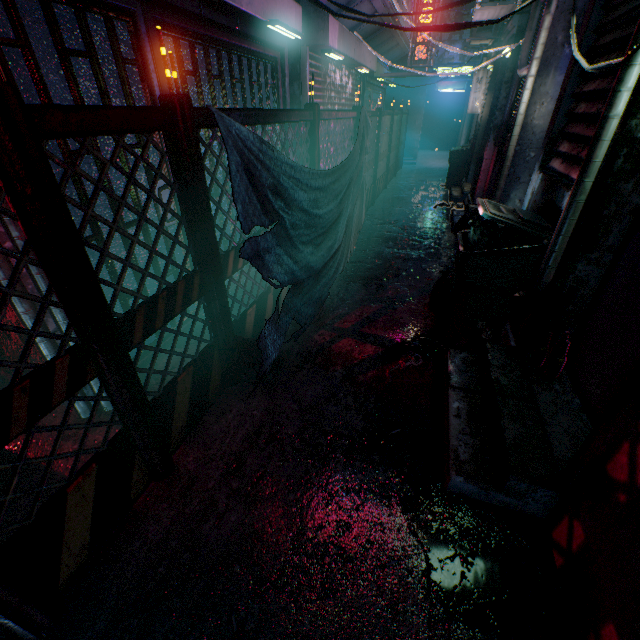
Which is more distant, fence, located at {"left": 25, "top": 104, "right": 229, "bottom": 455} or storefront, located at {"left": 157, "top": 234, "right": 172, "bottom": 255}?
storefront, located at {"left": 157, "top": 234, "right": 172, "bottom": 255}

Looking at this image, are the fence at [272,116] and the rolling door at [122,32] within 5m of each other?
yes

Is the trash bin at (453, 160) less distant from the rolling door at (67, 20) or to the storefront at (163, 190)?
the storefront at (163, 190)

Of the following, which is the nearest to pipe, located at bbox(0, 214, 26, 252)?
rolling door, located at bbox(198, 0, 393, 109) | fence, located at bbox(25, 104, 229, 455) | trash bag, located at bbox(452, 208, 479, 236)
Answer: fence, located at bbox(25, 104, 229, 455)

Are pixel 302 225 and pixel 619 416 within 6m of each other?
yes

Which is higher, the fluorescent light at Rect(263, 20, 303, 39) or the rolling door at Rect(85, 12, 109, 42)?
the fluorescent light at Rect(263, 20, 303, 39)

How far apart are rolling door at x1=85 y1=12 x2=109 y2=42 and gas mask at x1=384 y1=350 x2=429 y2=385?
2.9m

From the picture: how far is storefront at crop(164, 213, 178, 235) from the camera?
2.58m
